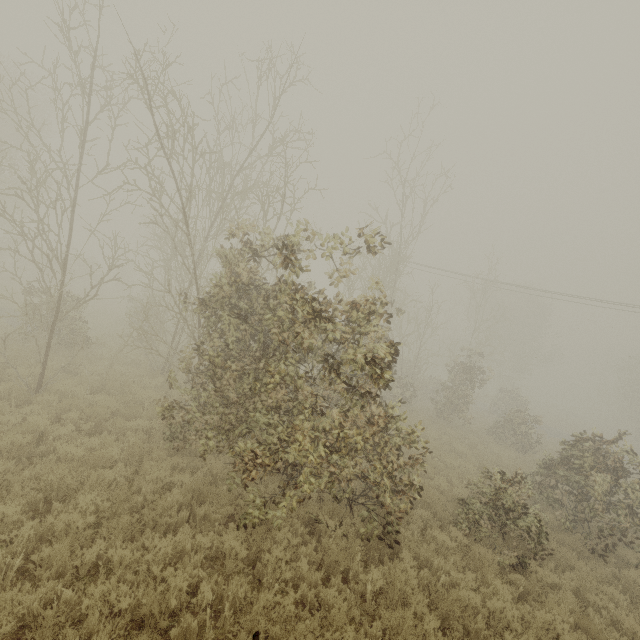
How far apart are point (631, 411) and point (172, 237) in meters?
51.1 m
